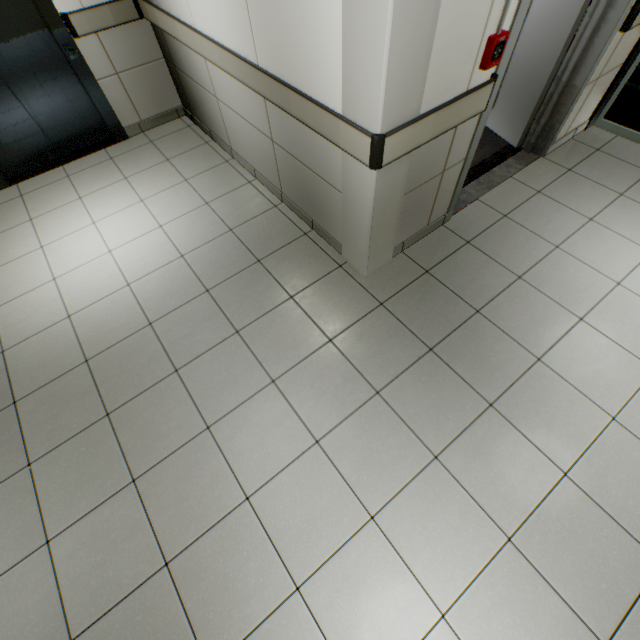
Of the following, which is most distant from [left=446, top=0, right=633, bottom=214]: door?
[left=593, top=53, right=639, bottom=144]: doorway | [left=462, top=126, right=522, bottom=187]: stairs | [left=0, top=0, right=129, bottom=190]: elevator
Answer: [left=0, top=0, right=129, bottom=190]: elevator

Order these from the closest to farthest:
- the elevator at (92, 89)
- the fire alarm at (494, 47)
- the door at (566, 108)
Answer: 1. the fire alarm at (494, 47)
2. the door at (566, 108)
3. the elevator at (92, 89)

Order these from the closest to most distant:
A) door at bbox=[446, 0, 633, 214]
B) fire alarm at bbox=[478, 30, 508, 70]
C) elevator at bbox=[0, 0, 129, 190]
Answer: fire alarm at bbox=[478, 30, 508, 70]
door at bbox=[446, 0, 633, 214]
elevator at bbox=[0, 0, 129, 190]

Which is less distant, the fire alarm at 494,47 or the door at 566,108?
the fire alarm at 494,47

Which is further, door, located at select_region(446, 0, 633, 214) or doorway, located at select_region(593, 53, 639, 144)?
doorway, located at select_region(593, 53, 639, 144)

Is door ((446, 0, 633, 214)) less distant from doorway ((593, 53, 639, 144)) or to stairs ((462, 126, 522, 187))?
stairs ((462, 126, 522, 187))

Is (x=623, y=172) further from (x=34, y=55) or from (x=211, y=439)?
(x=34, y=55)

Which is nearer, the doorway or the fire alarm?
the fire alarm
